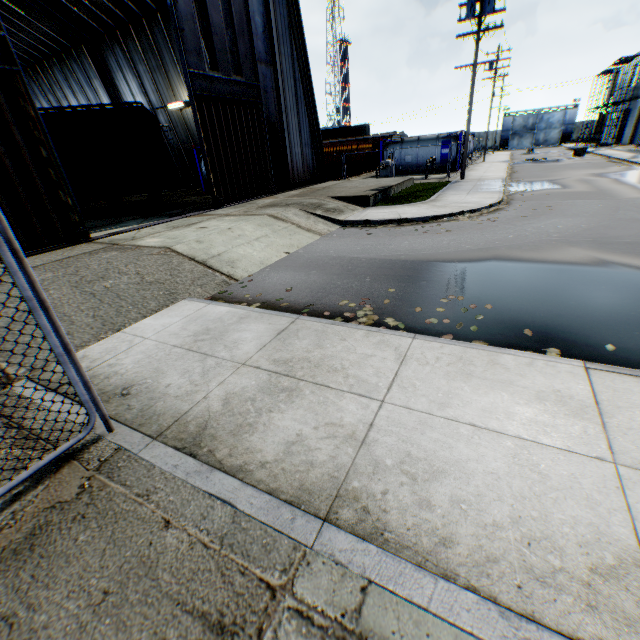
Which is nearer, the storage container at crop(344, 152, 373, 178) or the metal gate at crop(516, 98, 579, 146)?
the storage container at crop(344, 152, 373, 178)

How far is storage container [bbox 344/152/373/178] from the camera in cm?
2940

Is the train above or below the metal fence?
above

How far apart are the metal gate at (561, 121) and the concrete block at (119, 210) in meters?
70.9

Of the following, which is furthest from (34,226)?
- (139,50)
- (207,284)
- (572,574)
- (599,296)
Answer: (139,50)

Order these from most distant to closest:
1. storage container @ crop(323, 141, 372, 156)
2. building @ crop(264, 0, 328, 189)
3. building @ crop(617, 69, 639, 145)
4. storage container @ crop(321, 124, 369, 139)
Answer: storage container @ crop(321, 124, 369, 139), building @ crop(617, 69, 639, 145), storage container @ crop(323, 141, 372, 156), building @ crop(264, 0, 328, 189)

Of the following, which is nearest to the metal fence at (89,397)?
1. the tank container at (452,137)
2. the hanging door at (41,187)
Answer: the hanging door at (41,187)

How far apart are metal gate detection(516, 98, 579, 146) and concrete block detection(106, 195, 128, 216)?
70.9m
